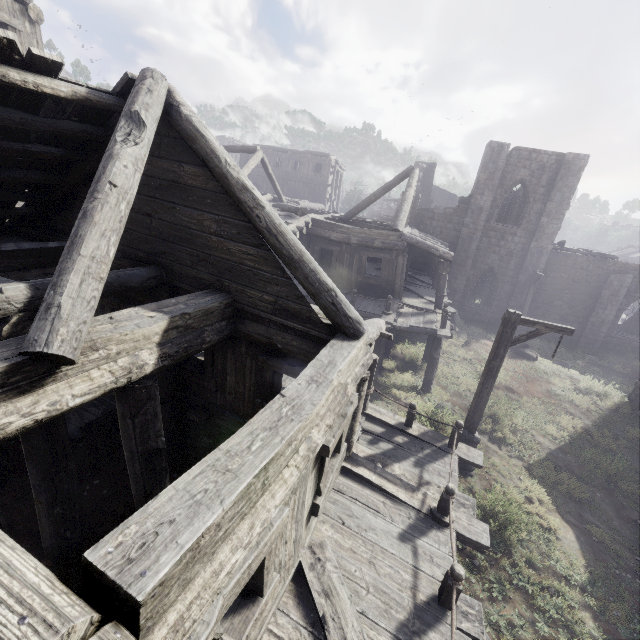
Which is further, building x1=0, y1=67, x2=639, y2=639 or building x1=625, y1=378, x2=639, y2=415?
building x1=625, y1=378, x2=639, y2=415

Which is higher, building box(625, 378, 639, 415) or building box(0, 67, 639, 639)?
building box(0, 67, 639, 639)

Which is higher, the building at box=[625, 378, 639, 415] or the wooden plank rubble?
the wooden plank rubble

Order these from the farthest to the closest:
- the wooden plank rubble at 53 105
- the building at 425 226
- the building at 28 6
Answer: the building at 28 6
the wooden plank rubble at 53 105
the building at 425 226

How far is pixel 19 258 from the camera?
6.0 meters

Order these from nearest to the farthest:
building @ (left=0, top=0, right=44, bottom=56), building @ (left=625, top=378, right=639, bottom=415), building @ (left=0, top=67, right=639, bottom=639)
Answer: building @ (left=0, top=67, right=639, bottom=639) < building @ (left=0, top=0, right=44, bottom=56) < building @ (left=625, top=378, right=639, bottom=415)

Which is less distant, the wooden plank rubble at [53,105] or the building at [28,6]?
the wooden plank rubble at [53,105]
